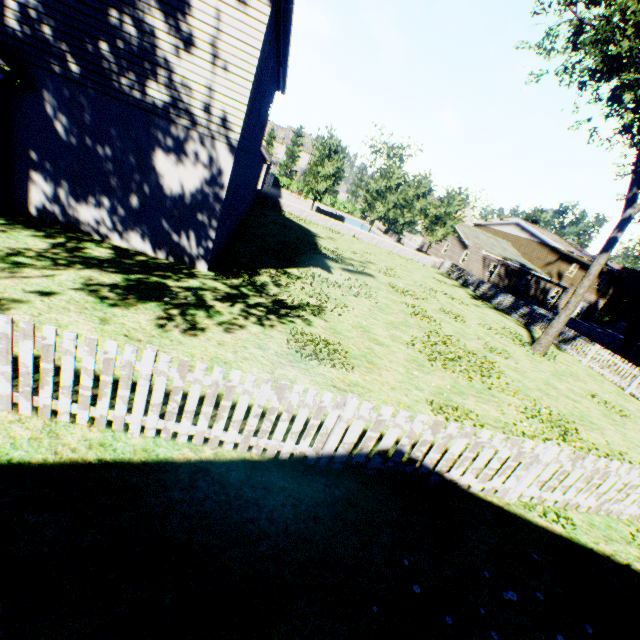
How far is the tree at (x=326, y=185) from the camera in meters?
29.3

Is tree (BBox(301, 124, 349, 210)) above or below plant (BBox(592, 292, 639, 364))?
above

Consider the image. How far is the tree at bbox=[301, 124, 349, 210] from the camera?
29.3m

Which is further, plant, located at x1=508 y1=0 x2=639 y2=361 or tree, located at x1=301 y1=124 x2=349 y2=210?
tree, located at x1=301 y1=124 x2=349 y2=210

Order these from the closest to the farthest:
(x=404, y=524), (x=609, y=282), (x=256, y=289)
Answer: (x=404, y=524) < (x=256, y=289) < (x=609, y=282)

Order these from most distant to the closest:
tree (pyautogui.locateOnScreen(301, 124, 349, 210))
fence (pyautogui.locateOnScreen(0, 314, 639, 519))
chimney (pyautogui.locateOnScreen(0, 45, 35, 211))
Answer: tree (pyautogui.locateOnScreen(301, 124, 349, 210)) < chimney (pyautogui.locateOnScreen(0, 45, 35, 211)) < fence (pyautogui.locateOnScreen(0, 314, 639, 519))

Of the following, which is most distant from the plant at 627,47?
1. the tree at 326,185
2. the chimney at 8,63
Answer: the chimney at 8,63
